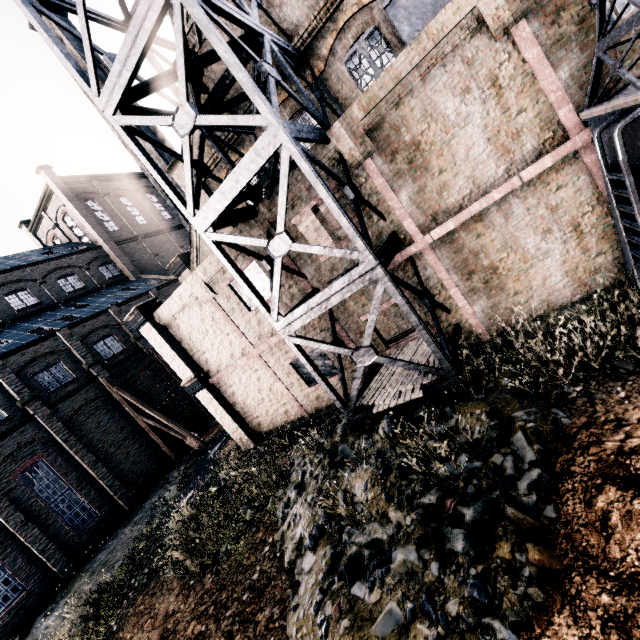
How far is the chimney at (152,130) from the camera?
25.0m

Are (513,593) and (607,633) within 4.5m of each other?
yes

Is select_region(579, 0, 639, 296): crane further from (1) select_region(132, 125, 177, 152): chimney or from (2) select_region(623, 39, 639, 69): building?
(1) select_region(132, 125, 177, 152): chimney

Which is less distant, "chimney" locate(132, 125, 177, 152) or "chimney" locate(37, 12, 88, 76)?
"chimney" locate(37, 12, 88, 76)

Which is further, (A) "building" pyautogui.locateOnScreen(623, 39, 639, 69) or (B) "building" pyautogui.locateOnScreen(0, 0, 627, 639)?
(B) "building" pyautogui.locateOnScreen(0, 0, 627, 639)

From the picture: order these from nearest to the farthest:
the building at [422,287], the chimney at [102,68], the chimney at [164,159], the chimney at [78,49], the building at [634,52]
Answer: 1. the building at [634,52]
2. the building at [422,287]
3. the chimney at [78,49]
4. the chimney at [102,68]
5. the chimney at [164,159]

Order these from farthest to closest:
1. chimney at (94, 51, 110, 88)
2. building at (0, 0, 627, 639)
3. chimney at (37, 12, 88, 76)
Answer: chimney at (94, 51, 110, 88)
chimney at (37, 12, 88, 76)
building at (0, 0, 627, 639)

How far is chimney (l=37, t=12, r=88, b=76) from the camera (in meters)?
23.80
